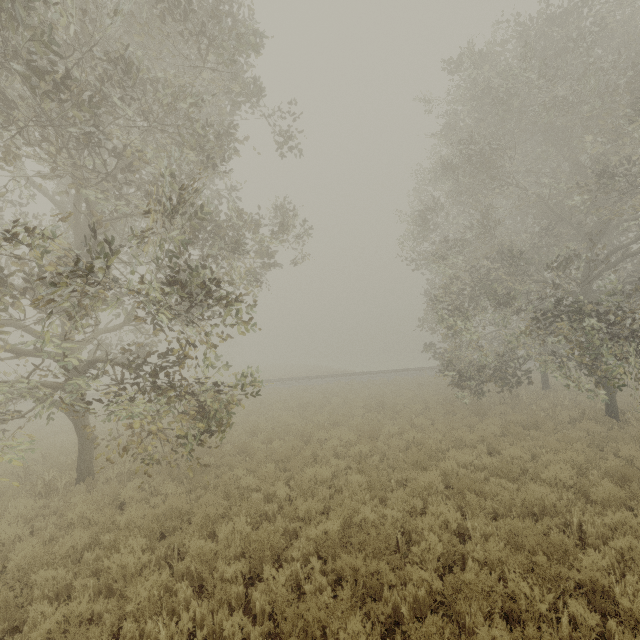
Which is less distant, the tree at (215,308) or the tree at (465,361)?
the tree at (215,308)

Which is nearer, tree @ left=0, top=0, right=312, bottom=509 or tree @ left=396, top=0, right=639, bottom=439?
tree @ left=0, top=0, right=312, bottom=509

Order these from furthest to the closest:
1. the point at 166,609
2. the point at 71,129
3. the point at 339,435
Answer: the point at 339,435
the point at 71,129
the point at 166,609
